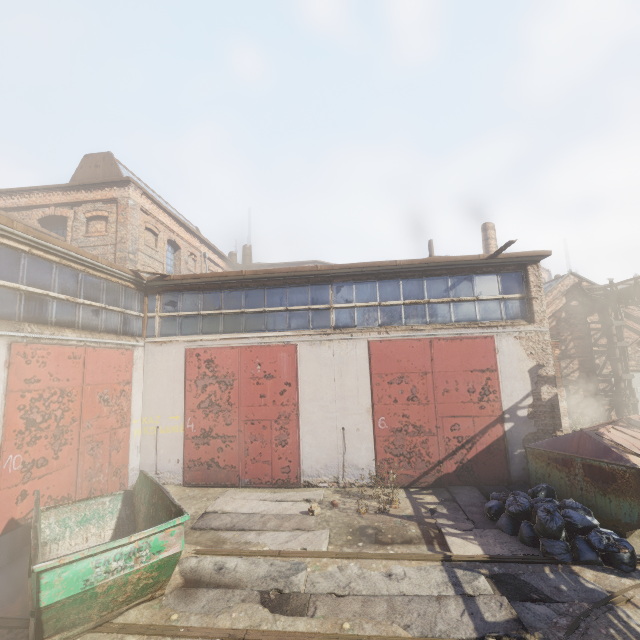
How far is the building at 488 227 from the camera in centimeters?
2222cm

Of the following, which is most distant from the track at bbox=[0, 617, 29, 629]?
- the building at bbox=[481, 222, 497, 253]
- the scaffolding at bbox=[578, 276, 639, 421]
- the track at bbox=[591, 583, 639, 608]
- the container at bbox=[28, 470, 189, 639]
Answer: the building at bbox=[481, 222, 497, 253]

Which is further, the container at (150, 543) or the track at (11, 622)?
the track at (11, 622)

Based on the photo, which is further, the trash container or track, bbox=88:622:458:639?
the trash container

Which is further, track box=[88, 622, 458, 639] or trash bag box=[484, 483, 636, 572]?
trash bag box=[484, 483, 636, 572]

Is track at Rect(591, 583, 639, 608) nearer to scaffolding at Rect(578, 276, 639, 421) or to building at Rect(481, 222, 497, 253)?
scaffolding at Rect(578, 276, 639, 421)

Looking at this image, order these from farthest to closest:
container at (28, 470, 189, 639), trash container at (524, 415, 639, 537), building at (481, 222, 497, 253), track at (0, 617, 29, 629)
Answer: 1. building at (481, 222, 497, 253)
2. trash container at (524, 415, 639, 537)
3. track at (0, 617, 29, 629)
4. container at (28, 470, 189, 639)

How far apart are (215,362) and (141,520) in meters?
4.7
